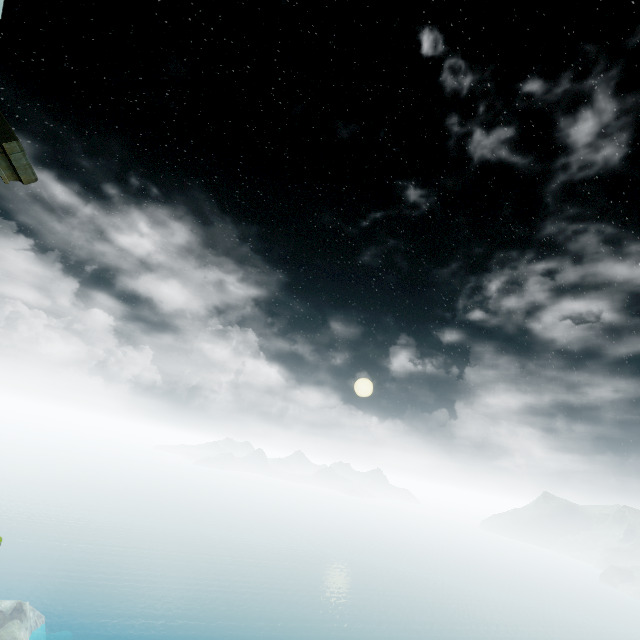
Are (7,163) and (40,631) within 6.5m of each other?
no
